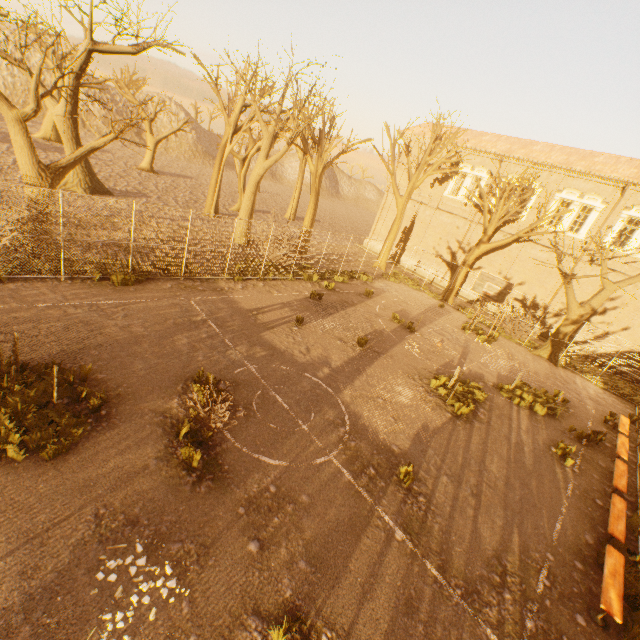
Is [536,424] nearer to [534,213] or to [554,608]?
[554,608]

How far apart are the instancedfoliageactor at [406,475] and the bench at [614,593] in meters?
3.8 m

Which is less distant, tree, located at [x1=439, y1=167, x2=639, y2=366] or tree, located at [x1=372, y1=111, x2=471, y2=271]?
tree, located at [x1=439, y1=167, x2=639, y2=366]

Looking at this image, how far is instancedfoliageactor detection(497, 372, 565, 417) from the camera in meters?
13.2

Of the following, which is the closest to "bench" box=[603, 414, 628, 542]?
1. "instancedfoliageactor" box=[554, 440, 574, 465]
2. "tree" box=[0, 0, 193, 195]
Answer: "instancedfoliageactor" box=[554, 440, 574, 465]

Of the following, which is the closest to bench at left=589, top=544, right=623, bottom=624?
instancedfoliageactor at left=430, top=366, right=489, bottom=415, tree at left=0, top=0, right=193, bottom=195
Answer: tree at left=0, top=0, right=193, bottom=195

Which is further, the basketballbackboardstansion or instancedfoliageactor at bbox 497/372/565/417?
the basketballbackboardstansion

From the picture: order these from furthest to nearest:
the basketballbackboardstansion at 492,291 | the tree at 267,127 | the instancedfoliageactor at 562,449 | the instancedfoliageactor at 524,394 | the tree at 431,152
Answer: the tree at 431,152 < the tree at 267,127 < the basketballbackboardstansion at 492,291 < the instancedfoliageactor at 524,394 < the instancedfoliageactor at 562,449
